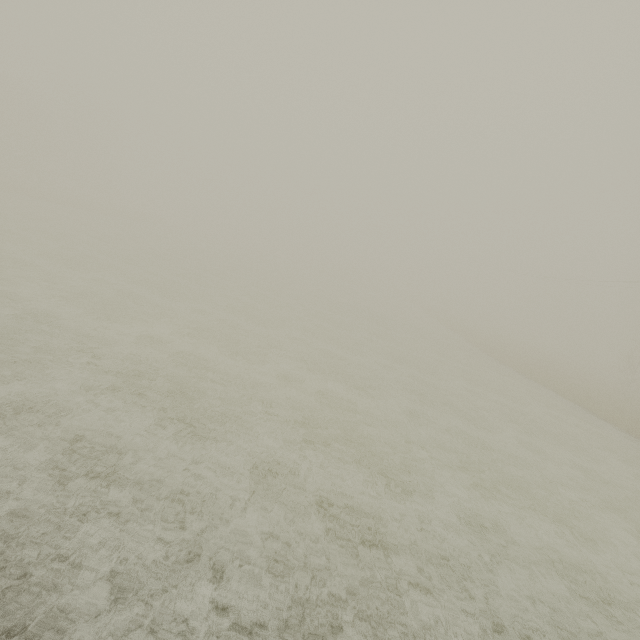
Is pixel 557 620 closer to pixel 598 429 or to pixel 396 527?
pixel 396 527
